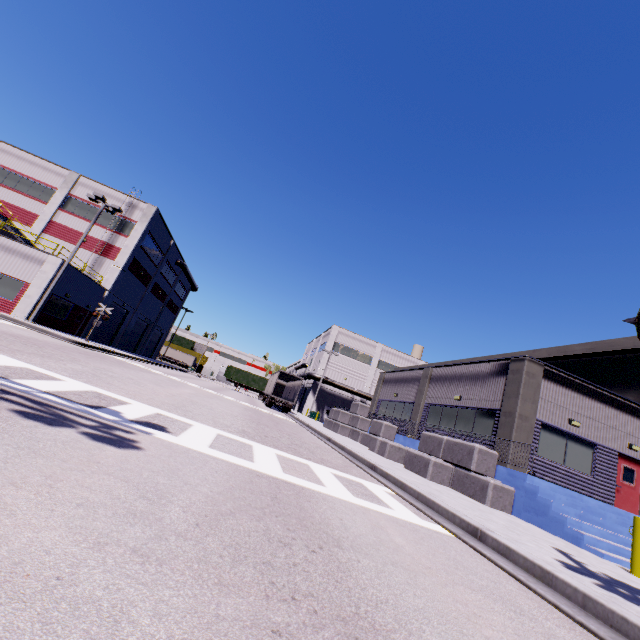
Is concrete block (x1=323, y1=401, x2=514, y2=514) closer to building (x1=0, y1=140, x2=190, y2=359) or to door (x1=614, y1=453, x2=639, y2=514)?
building (x1=0, y1=140, x2=190, y2=359)

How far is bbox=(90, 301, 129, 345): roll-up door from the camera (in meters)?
33.34

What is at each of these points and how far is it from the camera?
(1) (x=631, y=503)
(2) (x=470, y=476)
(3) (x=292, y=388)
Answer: (1) door, 14.52m
(2) concrete block, 11.59m
(3) semi trailer, 39.59m

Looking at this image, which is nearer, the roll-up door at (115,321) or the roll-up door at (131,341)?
the roll-up door at (115,321)

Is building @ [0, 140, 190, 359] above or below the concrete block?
above

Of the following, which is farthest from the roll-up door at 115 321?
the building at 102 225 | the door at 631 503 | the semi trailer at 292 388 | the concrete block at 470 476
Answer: the door at 631 503

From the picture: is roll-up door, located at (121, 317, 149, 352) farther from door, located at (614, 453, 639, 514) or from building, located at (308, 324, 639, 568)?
door, located at (614, 453, 639, 514)
